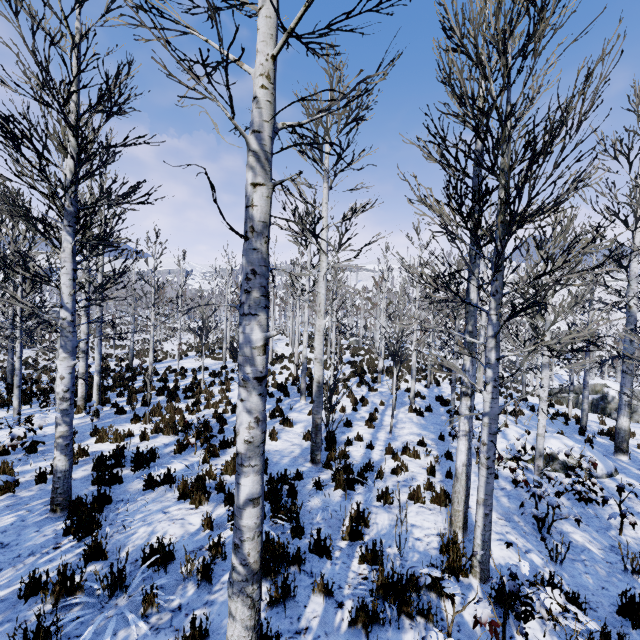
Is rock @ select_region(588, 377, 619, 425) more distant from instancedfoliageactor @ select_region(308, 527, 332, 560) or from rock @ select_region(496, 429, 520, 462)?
rock @ select_region(496, 429, 520, 462)

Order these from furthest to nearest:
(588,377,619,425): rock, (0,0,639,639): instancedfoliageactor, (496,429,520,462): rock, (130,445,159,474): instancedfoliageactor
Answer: (588,377,619,425): rock → (496,429,520,462): rock → (130,445,159,474): instancedfoliageactor → (0,0,639,639): instancedfoliageactor

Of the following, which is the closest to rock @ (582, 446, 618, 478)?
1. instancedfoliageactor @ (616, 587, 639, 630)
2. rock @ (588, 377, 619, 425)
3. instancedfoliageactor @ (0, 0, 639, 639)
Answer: instancedfoliageactor @ (0, 0, 639, 639)

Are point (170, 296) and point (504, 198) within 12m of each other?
no

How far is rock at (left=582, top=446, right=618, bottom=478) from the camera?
8.4m

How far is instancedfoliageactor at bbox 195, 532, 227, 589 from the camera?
3.9 meters

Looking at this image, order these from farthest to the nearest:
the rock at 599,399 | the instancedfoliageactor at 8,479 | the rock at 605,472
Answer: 1. the rock at 599,399
2. the rock at 605,472
3. the instancedfoliageactor at 8,479

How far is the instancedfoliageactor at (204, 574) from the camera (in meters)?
3.86
